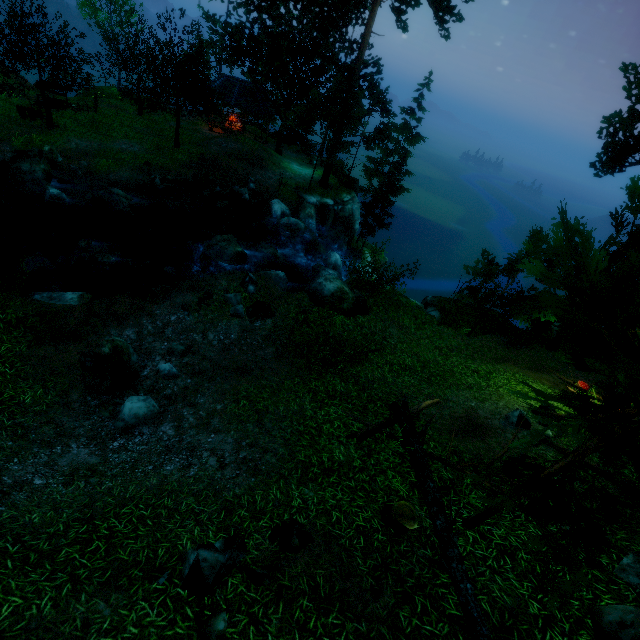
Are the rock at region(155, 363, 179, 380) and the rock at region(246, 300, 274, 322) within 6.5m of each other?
yes

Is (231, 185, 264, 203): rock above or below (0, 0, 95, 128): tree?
below

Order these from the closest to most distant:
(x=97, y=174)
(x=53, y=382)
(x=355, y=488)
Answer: (x=355, y=488) < (x=53, y=382) < (x=97, y=174)

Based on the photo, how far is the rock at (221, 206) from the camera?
22.50m

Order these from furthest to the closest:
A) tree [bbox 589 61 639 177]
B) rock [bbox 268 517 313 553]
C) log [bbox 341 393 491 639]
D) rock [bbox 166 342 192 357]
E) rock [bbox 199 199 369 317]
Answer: rock [bbox 199 199 369 317] < tree [bbox 589 61 639 177] < rock [bbox 166 342 192 357] < rock [bbox 268 517 313 553] < log [bbox 341 393 491 639]

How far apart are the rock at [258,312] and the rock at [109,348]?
3.1 meters

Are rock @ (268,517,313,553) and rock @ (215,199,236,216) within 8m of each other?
no

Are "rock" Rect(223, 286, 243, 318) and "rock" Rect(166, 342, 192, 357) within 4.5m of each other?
yes
